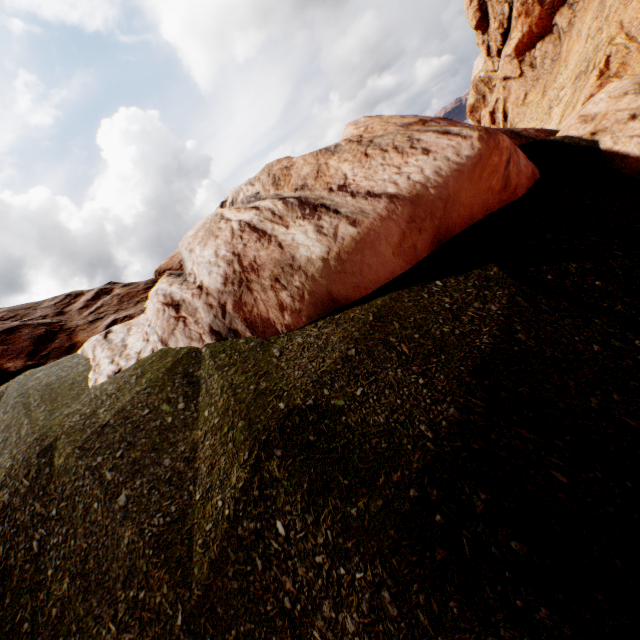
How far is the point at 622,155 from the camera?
5.24m
